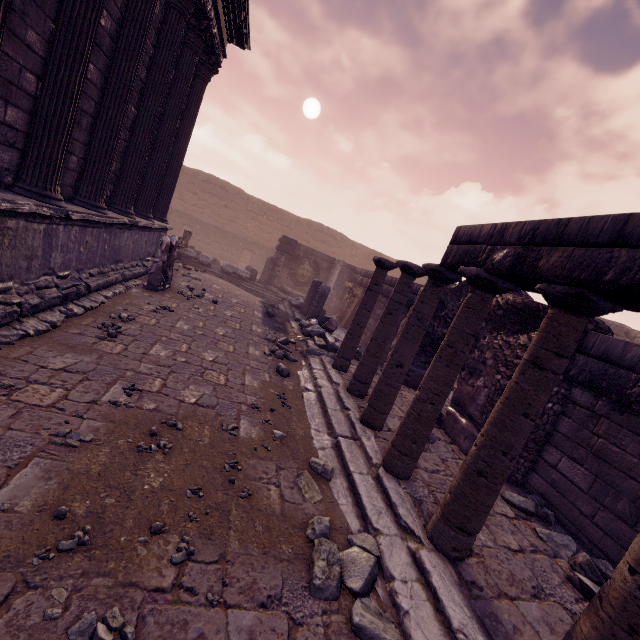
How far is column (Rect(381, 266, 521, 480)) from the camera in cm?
347

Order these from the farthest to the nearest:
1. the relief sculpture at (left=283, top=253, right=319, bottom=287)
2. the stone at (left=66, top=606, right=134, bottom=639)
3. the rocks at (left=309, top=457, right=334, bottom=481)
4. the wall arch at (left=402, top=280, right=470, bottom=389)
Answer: the relief sculpture at (left=283, top=253, right=319, bottom=287) → the wall arch at (left=402, top=280, right=470, bottom=389) → the rocks at (left=309, top=457, right=334, bottom=481) → the stone at (left=66, top=606, right=134, bottom=639)

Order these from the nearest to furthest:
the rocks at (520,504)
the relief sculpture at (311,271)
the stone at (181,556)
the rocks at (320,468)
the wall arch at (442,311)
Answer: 1. the stone at (181,556)
2. the rocks at (320,468)
3. the rocks at (520,504)
4. the wall arch at (442,311)
5. the relief sculpture at (311,271)

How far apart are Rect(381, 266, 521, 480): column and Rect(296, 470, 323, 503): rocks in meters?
0.6 m

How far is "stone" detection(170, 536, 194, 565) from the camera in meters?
2.1

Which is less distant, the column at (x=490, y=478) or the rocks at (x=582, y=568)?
the column at (x=490, y=478)

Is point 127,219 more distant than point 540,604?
Yes

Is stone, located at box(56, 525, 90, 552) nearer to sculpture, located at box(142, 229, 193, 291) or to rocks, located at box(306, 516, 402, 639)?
rocks, located at box(306, 516, 402, 639)
